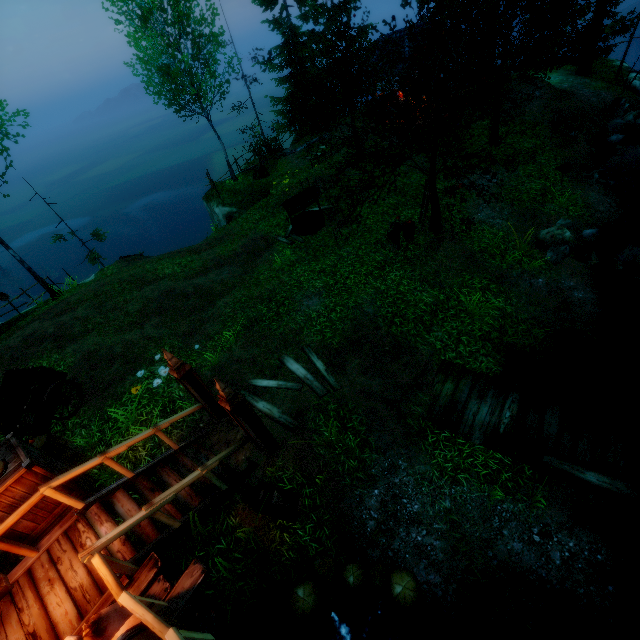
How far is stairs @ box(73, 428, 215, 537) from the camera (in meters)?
5.46

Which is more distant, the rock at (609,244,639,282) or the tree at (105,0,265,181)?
the tree at (105,0,265,181)

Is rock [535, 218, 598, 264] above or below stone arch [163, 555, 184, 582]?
below

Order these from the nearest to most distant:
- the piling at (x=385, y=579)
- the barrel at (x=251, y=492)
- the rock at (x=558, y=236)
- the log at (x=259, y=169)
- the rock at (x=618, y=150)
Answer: the piling at (x=385, y=579)
the barrel at (x=251, y=492)
the rock at (x=558, y=236)
the rock at (x=618, y=150)
the log at (x=259, y=169)

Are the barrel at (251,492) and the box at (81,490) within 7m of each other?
yes

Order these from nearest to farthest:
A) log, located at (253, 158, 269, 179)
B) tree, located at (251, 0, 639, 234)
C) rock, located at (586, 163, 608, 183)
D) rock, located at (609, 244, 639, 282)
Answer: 1. tree, located at (251, 0, 639, 234)
2. rock, located at (609, 244, 639, 282)
3. rock, located at (586, 163, 608, 183)
4. log, located at (253, 158, 269, 179)

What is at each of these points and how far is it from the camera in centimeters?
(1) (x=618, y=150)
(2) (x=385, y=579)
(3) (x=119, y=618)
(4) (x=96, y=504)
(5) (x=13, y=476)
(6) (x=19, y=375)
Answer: (1) rock, 1489cm
(2) piling, 564cm
(3) bag, 398cm
(4) stairs, 563cm
(5) box, 483cm
(6) cart, 841cm

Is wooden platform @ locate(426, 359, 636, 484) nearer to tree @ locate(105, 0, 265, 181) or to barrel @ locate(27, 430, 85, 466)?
tree @ locate(105, 0, 265, 181)
